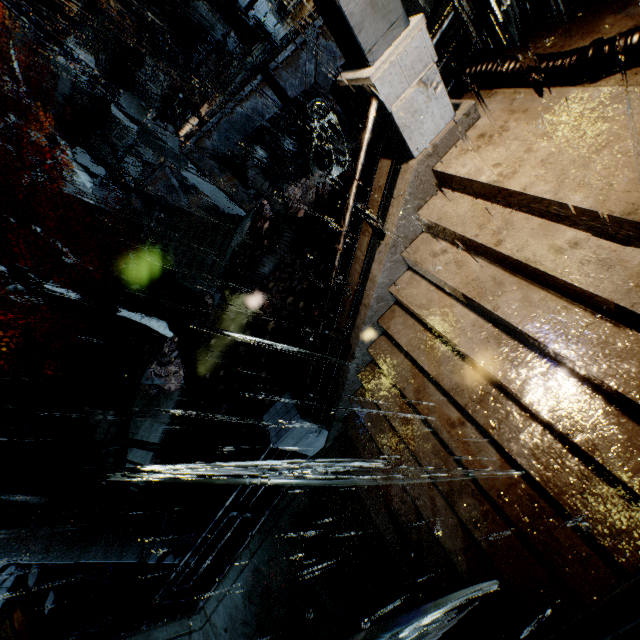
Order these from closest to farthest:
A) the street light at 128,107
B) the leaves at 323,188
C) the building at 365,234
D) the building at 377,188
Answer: the building at 377,188 → the building at 365,234 → the street light at 128,107 → the leaves at 323,188

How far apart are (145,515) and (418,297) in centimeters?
760cm

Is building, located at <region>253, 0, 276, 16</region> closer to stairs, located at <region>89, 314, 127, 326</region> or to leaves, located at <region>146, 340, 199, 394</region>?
stairs, located at <region>89, 314, 127, 326</region>

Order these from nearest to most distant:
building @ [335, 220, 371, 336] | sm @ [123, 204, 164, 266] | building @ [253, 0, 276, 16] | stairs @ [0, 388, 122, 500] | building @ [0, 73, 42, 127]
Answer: building @ [335, 220, 371, 336] < building @ [253, 0, 276, 16] < stairs @ [0, 388, 122, 500] < sm @ [123, 204, 164, 266] < building @ [0, 73, 42, 127]

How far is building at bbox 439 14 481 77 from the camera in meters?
8.2

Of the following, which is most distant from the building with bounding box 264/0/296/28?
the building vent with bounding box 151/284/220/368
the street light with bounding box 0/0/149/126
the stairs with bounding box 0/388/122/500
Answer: the building vent with bounding box 151/284/220/368

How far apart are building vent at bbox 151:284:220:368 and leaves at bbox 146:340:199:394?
0.00m

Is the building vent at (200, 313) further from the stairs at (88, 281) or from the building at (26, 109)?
the building at (26, 109)
